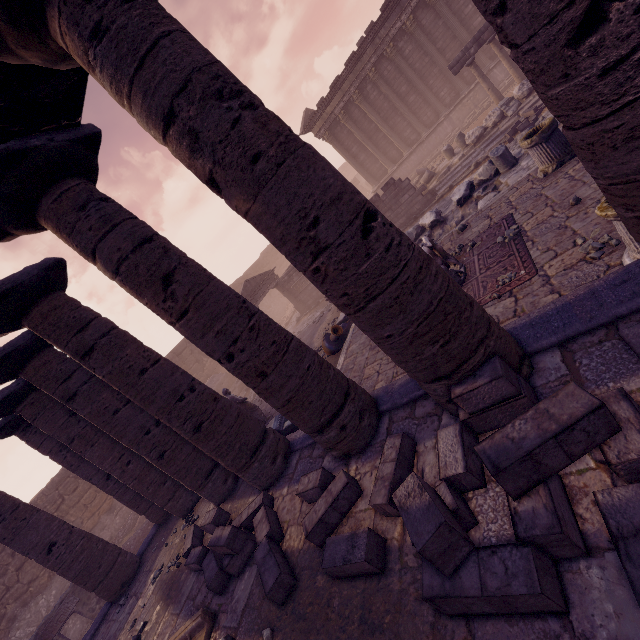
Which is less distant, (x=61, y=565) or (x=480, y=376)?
(x=480, y=376)

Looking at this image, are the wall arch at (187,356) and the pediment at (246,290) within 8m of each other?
yes

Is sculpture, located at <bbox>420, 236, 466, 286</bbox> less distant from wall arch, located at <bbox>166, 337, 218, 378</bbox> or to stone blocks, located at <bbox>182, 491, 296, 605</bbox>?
stone blocks, located at <bbox>182, 491, 296, 605</bbox>

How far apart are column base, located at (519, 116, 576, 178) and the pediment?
14.0m

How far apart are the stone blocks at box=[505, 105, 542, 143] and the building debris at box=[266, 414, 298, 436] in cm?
1204

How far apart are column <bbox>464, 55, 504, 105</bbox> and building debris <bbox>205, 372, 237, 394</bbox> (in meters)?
20.46

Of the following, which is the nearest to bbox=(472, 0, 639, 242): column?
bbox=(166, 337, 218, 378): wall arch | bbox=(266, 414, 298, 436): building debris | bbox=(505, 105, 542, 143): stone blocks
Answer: bbox=(266, 414, 298, 436): building debris

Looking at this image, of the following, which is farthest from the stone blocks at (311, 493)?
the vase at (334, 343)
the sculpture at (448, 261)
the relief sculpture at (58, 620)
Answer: the relief sculpture at (58, 620)
